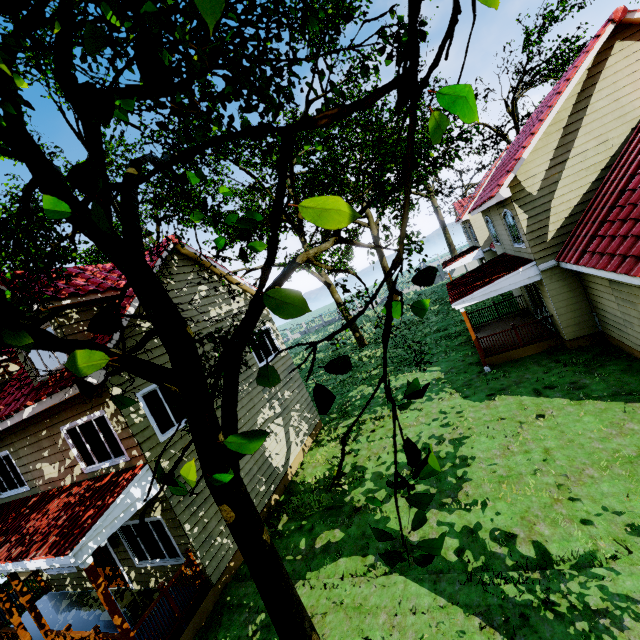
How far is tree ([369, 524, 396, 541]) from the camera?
1.6m

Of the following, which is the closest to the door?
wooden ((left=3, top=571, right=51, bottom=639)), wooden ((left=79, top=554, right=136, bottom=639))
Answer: wooden ((left=3, top=571, right=51, bottom=639))

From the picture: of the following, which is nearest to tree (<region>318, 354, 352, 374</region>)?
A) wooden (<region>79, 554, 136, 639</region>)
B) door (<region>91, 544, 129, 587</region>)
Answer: wooden (<region>79, 554, 136, 639</region>)

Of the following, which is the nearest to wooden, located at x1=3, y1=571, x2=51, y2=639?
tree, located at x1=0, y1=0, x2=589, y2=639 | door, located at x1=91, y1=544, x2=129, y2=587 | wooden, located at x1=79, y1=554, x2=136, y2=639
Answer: door, located at x1=91, y1=544, x2=129, y2=587

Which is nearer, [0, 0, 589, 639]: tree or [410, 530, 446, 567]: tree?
[0, 0, 589, 639]: tree

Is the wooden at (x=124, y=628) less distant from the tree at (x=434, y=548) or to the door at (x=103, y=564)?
the tree at (x=434, y=548)

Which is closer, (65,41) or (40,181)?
(65,41)

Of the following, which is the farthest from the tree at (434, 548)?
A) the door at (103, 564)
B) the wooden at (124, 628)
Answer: the door at (103, 564)
